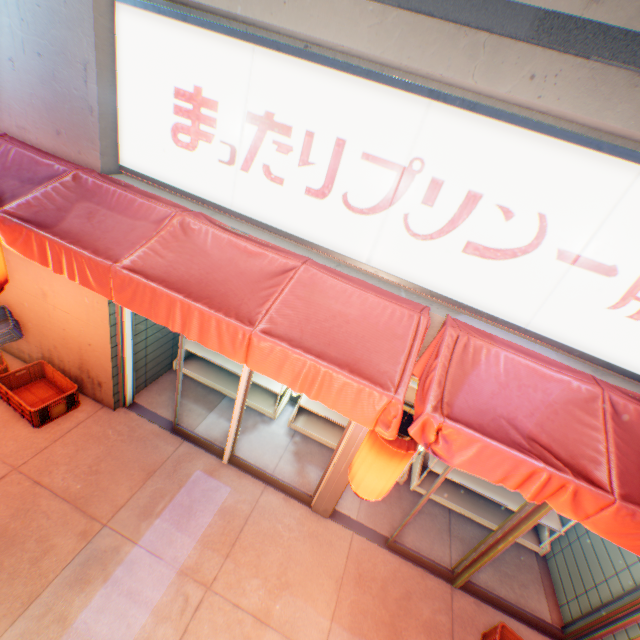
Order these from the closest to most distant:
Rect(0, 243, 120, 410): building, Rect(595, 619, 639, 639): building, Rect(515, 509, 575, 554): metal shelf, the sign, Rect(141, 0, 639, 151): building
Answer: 1. Rect(141, 0, 639, 151): building
2. the sign
3. Rect(595, 619, 639, 639): building
4. Rect(0, 243, 120, 410): building
5. Rect(515, 509, 575, 554): metal shelf

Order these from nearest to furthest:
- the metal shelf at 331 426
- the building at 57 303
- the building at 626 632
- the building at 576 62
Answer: the building at 576 62 → the building at 626 632 → the building at 57 303 → the metal shelf at 331 426

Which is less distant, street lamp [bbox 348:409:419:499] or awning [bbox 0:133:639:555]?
awning [bbox 0:133:639:555]

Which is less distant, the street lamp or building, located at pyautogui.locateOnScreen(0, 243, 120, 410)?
the street lamp

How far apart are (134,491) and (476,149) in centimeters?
563cm

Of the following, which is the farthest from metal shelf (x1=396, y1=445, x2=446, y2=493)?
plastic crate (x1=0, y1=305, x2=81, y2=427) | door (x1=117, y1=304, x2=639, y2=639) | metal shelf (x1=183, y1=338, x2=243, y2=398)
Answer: plastic crate (x1=0, y1=305, x2=81, y2=427)

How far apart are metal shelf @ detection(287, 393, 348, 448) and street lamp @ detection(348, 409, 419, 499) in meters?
1.7 m

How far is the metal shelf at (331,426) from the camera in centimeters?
576cm
